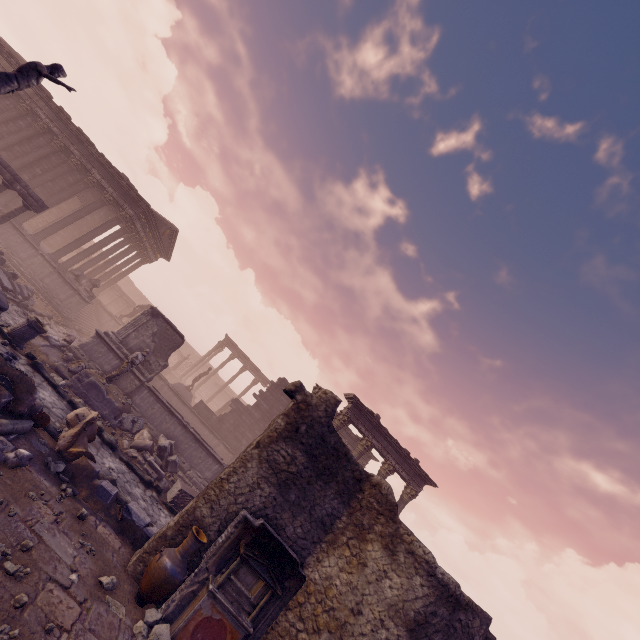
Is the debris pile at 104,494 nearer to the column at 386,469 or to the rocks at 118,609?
the rocks at 118,609

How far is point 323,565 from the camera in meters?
6.8

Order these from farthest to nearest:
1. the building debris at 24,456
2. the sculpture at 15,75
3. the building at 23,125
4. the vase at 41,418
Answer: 1. the building at 23,125
2. the sculpture at 15,75
3. the vase at 41,418
4. the building debris at 24,456

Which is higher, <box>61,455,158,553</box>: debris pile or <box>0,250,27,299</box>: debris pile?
<box>0,250,27,299</box>: debris pile

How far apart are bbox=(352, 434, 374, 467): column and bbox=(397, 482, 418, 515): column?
2.49m

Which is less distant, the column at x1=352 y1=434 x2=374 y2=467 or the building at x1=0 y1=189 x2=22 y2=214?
the column at x1=352 y1=434 x2=374 y2=467

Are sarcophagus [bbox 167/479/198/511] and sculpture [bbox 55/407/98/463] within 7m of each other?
yes

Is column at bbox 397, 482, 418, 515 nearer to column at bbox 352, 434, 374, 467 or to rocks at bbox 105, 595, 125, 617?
column at bbox 352, 434, 374, 467
